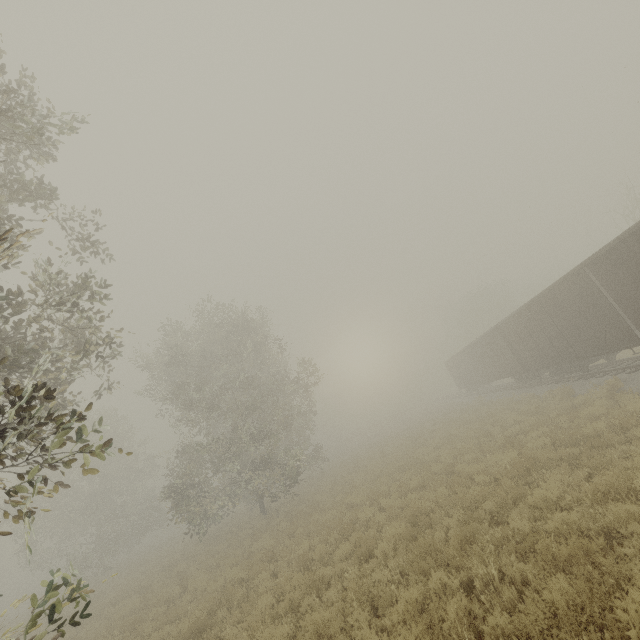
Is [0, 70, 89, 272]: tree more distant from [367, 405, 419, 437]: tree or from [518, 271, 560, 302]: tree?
[367, 405, 419, 437]: tree

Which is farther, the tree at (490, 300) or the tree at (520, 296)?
the tree at (520, 296)

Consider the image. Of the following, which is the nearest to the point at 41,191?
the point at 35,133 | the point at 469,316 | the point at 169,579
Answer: the point at 35,133

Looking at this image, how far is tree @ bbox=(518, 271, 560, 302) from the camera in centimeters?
5644cm

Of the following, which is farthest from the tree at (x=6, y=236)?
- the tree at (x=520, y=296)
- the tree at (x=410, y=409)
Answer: the tree at (x=410, y=409)

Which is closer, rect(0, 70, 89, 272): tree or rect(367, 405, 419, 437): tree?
rect(0, 70, 89, 272): tree

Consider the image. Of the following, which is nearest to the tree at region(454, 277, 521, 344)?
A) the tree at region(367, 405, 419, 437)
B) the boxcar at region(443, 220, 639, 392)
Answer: the tree at region(367, 405, 419, 437)
